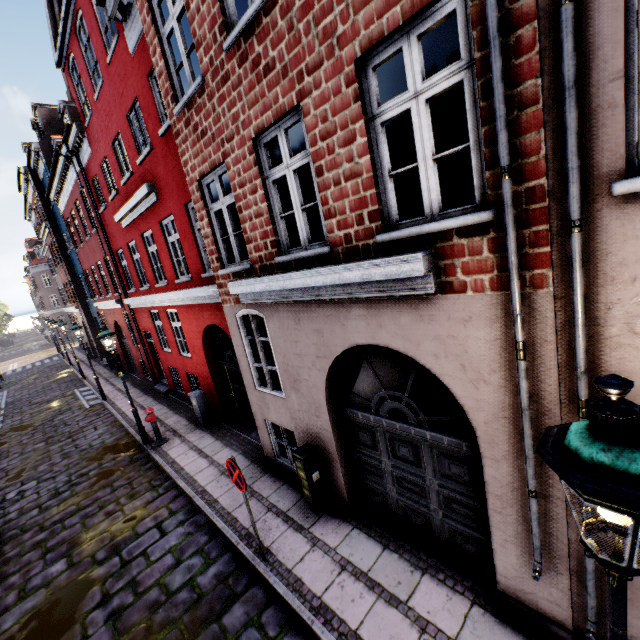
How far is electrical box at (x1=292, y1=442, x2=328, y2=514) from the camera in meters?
5.8

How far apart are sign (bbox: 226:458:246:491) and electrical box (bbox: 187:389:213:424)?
5.7 meters

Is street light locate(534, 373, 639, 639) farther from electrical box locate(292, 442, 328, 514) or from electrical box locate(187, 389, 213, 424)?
electrical box locate(292, 442, 328, 514)

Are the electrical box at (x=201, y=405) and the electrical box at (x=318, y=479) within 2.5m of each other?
no

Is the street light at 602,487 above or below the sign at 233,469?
above

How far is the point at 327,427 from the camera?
5.59m

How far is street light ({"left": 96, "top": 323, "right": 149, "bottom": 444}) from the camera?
9.25m

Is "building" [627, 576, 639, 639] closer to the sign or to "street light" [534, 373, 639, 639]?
"street light" [534, 373, 639, 639]
